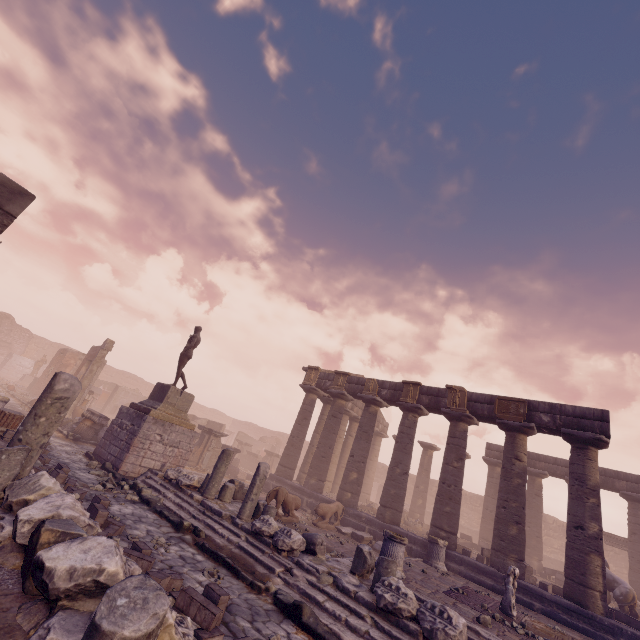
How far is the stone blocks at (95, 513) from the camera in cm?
580

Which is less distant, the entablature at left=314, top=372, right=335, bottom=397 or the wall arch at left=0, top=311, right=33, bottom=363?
the entablature at left=314, top=372, right=335, bottom=397

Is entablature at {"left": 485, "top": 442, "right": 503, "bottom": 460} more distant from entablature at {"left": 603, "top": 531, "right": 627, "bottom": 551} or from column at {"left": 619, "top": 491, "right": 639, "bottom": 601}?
entablature at {"left": 603, "top": 531, "right": 627, "bottom": 551}

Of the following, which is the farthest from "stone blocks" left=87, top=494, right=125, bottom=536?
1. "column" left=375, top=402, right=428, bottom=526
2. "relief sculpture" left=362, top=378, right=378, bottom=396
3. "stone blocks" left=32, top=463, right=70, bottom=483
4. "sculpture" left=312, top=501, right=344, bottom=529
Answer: "relief sculpture" left=362, top=378, right=378, bottom=396

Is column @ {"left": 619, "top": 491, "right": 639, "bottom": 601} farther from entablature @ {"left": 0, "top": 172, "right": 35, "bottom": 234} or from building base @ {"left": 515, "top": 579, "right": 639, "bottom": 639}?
entablature @ {"left": 0, "top": 172, "right": 35, "bottom": 234}

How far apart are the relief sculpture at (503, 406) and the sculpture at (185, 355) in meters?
13.1

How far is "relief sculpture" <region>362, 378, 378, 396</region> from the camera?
17.44m

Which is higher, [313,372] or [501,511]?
[313,372]
